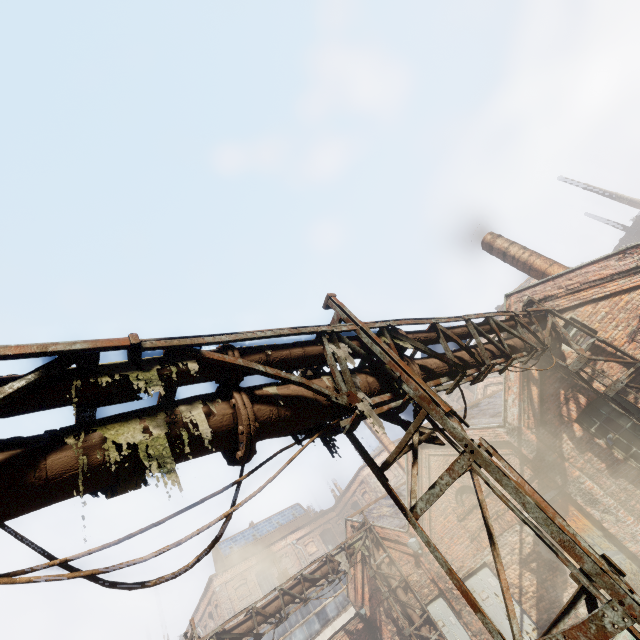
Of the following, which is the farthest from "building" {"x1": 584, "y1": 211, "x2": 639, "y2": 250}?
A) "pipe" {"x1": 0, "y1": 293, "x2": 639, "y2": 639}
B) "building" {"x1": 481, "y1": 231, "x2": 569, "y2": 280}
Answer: "pipe" {"x1": 0, "y1": 293, "x2": 639, "y2": 639}

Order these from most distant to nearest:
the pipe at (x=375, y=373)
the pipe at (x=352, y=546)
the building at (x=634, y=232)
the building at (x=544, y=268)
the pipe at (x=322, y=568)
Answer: the building at (x=634, y=232)
the pipe at (x=352, y=546)
the pipe at (x=322, y=568)
the building at (x=544, y=268)
the pipe at (x=375, y=373)

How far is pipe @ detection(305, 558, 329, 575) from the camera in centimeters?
1325cm

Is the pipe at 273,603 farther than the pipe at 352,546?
No

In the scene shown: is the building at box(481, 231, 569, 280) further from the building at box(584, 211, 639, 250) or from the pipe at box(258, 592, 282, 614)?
the building at box(584, 211, 639, 250)

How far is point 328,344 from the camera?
3.8m

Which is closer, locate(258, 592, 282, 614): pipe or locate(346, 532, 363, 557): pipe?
locate(258, 592, 282, 614): pipe
